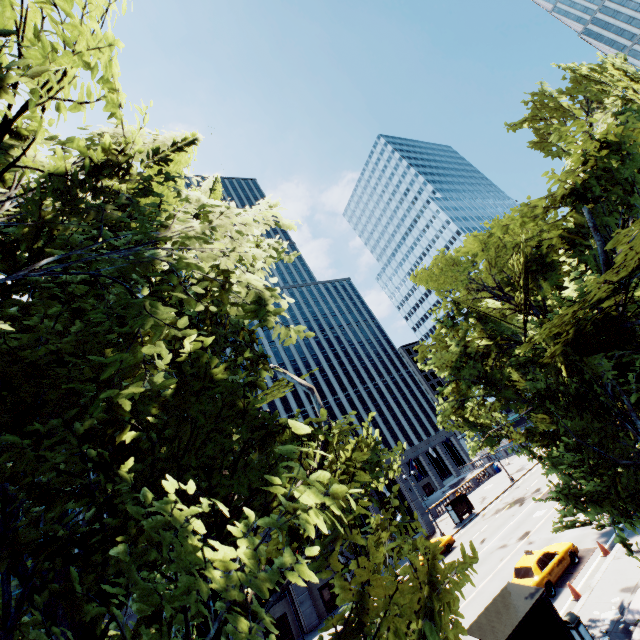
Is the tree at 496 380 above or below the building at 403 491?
above

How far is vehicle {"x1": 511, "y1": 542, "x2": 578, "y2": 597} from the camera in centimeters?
1692cm

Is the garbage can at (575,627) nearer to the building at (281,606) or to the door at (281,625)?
the building at (281,606)

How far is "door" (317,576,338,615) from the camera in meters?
32.4

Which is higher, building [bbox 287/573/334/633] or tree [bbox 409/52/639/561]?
tree [bbox 409/52/639/561]

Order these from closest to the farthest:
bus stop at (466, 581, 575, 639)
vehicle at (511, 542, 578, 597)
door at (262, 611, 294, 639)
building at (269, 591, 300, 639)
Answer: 1. bus stop at (466, 581, 575, 639)
2. vehicle at (511, 542, 578, 597)
3. door at (262, 611, 294, 639)
4. building at (269, 591, 300, 639)

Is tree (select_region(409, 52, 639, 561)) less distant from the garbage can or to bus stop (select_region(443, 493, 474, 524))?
the garbage can

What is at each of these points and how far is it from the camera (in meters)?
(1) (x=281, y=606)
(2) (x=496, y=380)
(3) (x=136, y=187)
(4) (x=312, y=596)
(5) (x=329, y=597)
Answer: (1) building, 31.38
(2) tree, 12.59
(3) tree, 7.11
(4) building, 32.62
(5) door, 32.97
